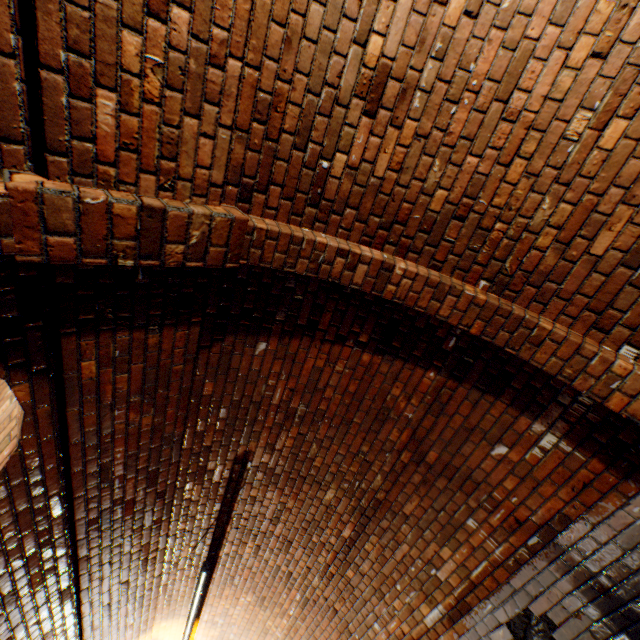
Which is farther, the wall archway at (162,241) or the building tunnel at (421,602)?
the building tunnel at (421,602)

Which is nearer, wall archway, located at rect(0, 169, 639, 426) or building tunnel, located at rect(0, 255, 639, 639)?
wall archway, located at rect(0, 169, 639, 426)

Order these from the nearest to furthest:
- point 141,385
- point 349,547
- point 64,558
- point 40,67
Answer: point 40,67 → point 141,385 → point 64,558 → point 349,547

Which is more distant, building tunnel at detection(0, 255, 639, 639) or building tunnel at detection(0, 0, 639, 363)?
building tunnel at detection(0, 255, 639, 639)

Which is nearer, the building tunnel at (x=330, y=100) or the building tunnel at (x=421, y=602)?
the building tunnel at (x=330, y=100)
